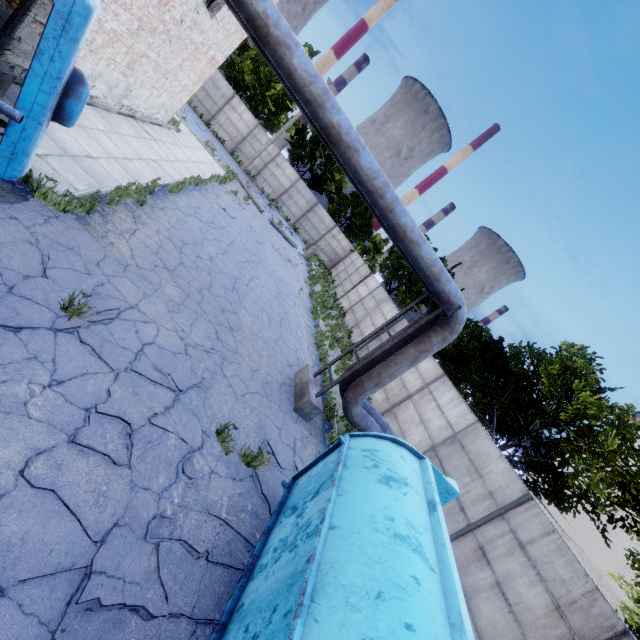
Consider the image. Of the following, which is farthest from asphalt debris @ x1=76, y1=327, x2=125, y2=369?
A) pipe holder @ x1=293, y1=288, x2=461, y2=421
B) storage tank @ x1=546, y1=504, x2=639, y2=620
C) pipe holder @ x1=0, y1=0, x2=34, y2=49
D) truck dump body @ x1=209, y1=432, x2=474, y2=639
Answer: storage tank @ x1=546, y1=504, x2=639, y2=620

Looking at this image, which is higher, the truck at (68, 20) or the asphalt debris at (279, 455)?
the truck at (68, 20)

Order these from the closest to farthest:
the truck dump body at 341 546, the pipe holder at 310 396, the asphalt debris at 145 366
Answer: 1. the truck dump body at 341 546
2. the asphalt debris at 145 366
3. the pipe holder at 310 396

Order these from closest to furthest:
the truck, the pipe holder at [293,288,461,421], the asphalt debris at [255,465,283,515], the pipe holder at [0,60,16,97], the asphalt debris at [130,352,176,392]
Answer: the truck → the asphalt debris at [130,352,176,392] → the asphalt debris at [255,465,283,515] → the pipe holder at [0,60,16,97] → the pipe holder at [293,288,461,421]

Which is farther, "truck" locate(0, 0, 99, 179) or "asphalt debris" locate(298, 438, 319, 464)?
"asphalt debris" locate(298, 438, 319, 464)

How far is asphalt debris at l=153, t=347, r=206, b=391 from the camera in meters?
5.8 m

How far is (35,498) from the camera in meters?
3.2
